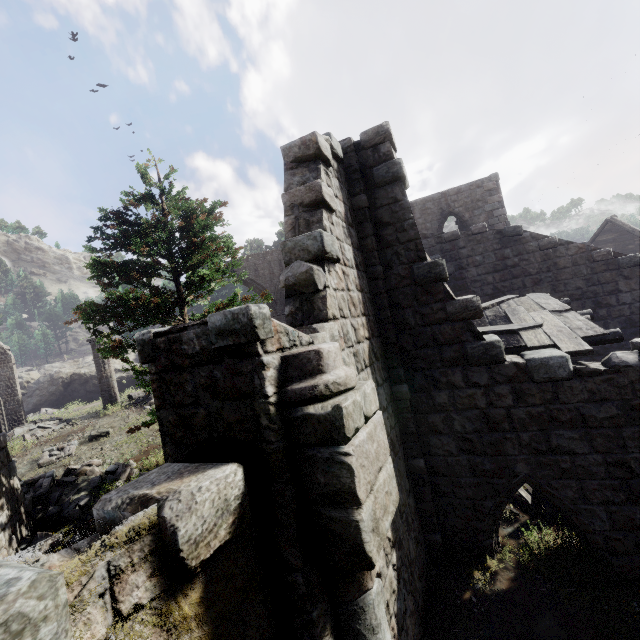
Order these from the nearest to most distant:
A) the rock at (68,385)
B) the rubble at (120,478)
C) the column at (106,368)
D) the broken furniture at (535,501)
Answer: the broken furniture at (535,501), the rubble at (120,478), the column at (106,368), the rock at (68,385)

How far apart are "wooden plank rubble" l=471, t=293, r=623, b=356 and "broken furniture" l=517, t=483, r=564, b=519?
2.9 meters

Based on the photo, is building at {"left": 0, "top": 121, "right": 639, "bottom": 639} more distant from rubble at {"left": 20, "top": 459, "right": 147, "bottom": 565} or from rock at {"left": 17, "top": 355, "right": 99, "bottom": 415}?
rock at {"left": 17, "top": 355, "right": 99, "bottom": 415}

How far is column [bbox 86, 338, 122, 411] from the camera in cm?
2108

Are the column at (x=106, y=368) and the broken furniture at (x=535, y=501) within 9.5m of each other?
no

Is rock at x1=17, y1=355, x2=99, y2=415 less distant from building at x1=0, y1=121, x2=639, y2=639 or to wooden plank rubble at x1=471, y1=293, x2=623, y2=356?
building at x1=0, y1=121, x2=639, y2=639

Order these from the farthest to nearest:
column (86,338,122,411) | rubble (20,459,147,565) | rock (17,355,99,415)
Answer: rock (17,355,99,415) < column (86,338,122,411) < rubble (20,459,147,565)

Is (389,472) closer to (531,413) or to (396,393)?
(396,393)
